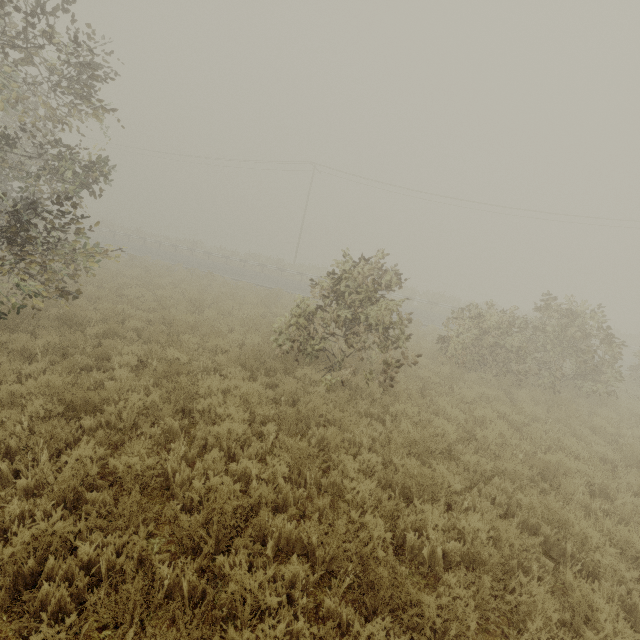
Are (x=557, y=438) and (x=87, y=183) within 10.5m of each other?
no

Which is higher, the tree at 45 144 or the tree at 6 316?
the tree at 45 144

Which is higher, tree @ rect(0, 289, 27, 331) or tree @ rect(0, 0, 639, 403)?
tree @ rect(0, 0, 639, 403)
